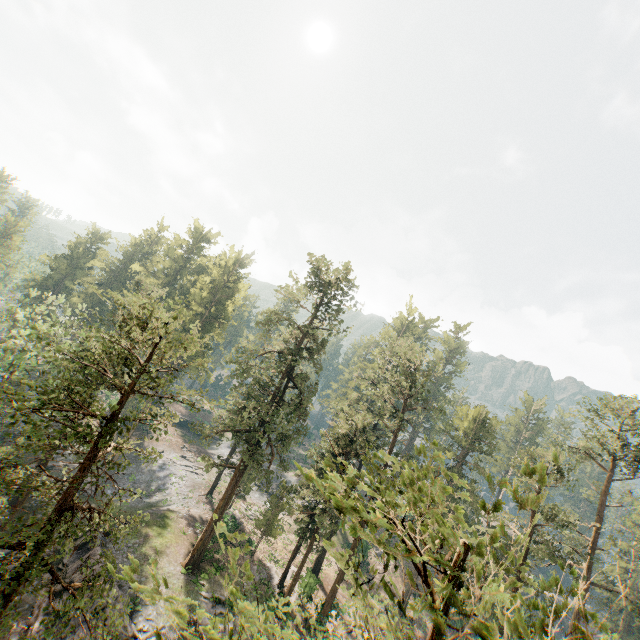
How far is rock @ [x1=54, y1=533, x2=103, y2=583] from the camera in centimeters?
2387cm

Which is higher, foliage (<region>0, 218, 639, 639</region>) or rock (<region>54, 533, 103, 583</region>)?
foliage (<region>0, 218, 639, 639</region>)

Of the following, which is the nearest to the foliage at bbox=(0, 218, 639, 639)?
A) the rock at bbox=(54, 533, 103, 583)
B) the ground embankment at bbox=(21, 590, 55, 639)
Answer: the rock at bbox=(54, 533, 103, 583)

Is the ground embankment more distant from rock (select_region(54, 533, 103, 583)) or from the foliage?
the foliage

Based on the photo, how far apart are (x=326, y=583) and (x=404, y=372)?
26.9 meters

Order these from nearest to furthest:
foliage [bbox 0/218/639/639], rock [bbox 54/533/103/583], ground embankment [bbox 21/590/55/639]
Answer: foliage [bbox 0/218/639/639], ground embankment [bbox 21/590/55/639], rock [bbox 54/533/103/583]

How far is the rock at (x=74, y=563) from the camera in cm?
2387

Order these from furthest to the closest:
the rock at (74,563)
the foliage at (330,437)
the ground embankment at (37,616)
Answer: the rock at (74,563) < the ground embankment at (37,616) < the foliage at (330,437)
